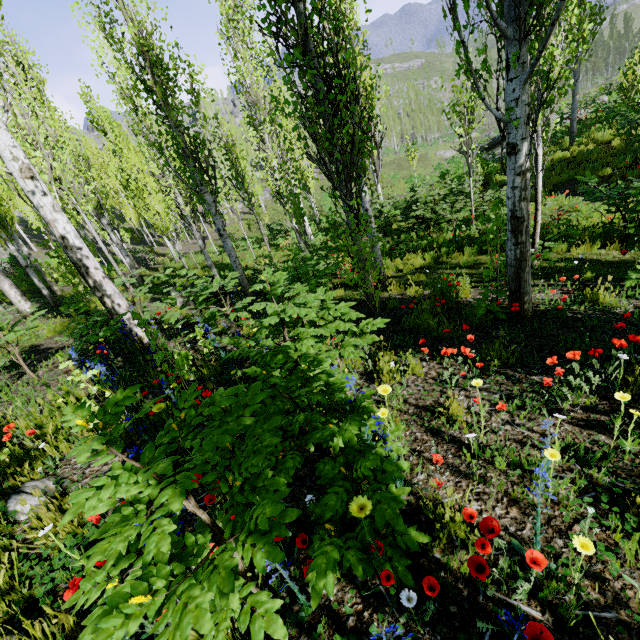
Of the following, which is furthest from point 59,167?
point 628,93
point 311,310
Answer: point 628,93

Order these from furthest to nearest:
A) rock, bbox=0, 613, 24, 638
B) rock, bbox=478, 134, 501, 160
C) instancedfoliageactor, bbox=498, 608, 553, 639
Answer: rock, bbox=478, 134, 501, 160 < rock, bbox=0, 613, 24, 638 < instancedfoliageactor, bbox=498, 608, 553, 639

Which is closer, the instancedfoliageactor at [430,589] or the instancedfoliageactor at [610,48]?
the instancedfoliageactor at [430,589]

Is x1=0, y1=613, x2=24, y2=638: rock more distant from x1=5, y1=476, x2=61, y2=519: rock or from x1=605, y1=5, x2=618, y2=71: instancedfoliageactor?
x1=5, y1=476, x2=61, y2=519: rock

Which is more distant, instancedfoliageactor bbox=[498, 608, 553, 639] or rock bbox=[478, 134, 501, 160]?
rock bbox=[478, 134, 501, 160]

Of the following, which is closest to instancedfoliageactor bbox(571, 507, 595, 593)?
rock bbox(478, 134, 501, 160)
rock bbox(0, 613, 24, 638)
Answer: rock bbox(0, 613, 24, 638)
